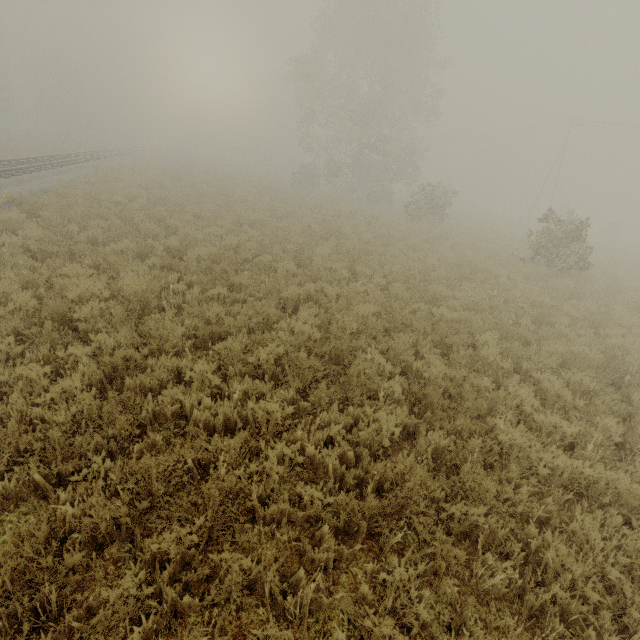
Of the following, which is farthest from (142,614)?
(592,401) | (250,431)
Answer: (592,401)
